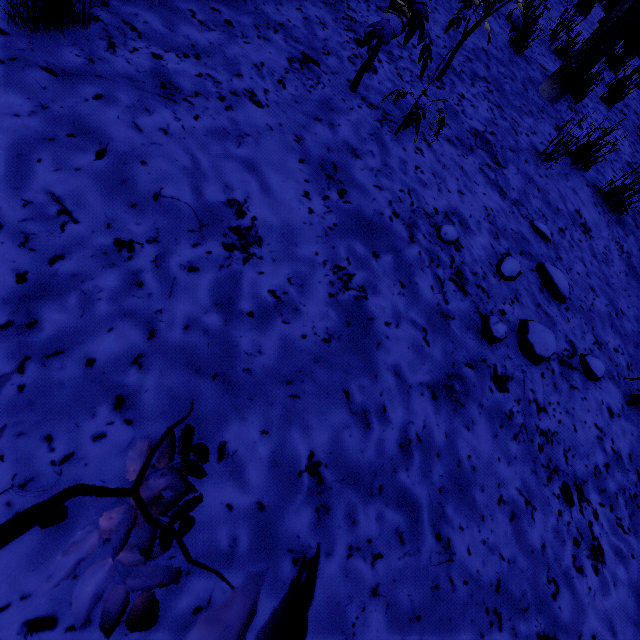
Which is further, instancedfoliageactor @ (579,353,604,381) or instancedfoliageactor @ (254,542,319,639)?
instancedfoliageactor @ (579,353,604,381)

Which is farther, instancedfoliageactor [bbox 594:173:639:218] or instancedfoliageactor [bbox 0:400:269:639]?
instancedfoliageactor [bbox 594:173:639:218]

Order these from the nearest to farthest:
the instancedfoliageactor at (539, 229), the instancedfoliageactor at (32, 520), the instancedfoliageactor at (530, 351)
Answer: the instancedfoliageactor at (32, 520), the instancedfoliageactor at (530, 351), the instancedfoliageactor at (539, 229)

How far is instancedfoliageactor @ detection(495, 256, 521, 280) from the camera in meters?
1.9 m

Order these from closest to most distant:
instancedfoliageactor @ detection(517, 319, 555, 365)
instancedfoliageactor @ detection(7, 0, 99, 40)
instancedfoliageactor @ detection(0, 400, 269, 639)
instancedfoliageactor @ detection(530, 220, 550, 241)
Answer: instancedfoliageactor @ detection(0, 400, 269, 639)
instancedfoliageactor @ detection(7, 0, 99, 40)
instancedfoliageactor @ detection(517, 319, 555, 365)
instancedfoliageactor @ detection(530, 220, 550, 241)

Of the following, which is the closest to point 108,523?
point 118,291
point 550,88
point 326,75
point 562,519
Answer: point 118,291

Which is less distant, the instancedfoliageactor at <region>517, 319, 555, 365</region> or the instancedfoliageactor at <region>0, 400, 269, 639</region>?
the instancedfoliageactor at <region>0, 400, 269, 639</region>

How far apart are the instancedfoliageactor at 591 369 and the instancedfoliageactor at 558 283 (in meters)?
0.37
